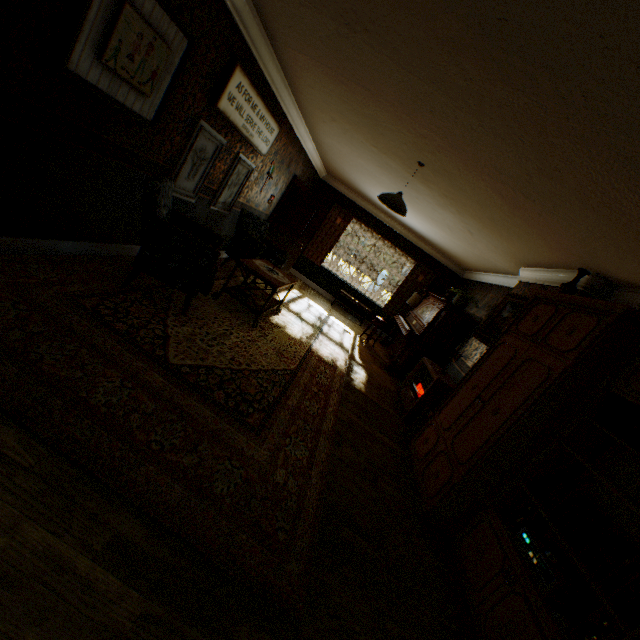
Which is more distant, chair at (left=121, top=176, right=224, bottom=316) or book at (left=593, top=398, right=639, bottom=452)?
chair at (left=121, top=176, right=224, bottom=316)

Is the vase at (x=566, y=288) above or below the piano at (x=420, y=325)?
above

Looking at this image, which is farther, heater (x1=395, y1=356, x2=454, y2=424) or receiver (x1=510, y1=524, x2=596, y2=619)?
heater (x1=395, y1=356, x2=454, y2=424)

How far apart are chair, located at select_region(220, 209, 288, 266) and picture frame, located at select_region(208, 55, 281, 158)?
1.0m

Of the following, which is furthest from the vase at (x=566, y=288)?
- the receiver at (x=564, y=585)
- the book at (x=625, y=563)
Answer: the receiver at (x=564, y=585)

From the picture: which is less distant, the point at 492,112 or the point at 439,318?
the point at 492,112

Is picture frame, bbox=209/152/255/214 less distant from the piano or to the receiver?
the piano

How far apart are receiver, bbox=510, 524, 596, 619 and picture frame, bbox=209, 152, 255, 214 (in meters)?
5.63
